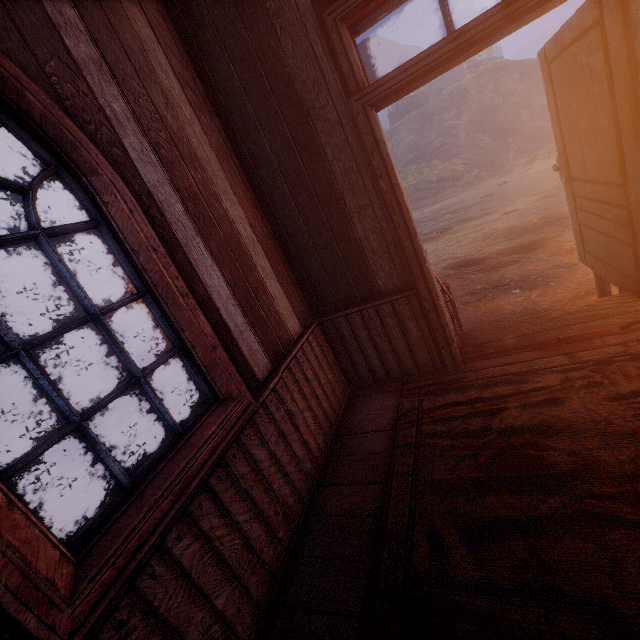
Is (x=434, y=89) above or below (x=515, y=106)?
above

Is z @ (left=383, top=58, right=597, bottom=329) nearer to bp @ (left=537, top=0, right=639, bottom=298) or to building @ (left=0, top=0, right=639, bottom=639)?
building @ (left=0, top=0, right=639, bottom=639)

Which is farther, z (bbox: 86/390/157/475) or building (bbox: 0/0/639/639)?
z (bbox: 86/390/157/475)

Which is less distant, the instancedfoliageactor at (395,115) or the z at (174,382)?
the z at (174,382)

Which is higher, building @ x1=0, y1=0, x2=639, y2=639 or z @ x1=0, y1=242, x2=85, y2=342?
z @ x1=0, y1=242, x2=85, y2=342

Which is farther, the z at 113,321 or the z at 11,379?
the z at 113,321

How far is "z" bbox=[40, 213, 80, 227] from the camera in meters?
32.8 m

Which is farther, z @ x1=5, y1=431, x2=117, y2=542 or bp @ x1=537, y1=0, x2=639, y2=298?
z @ x1=5, y1=431, x2=117, y2=542
